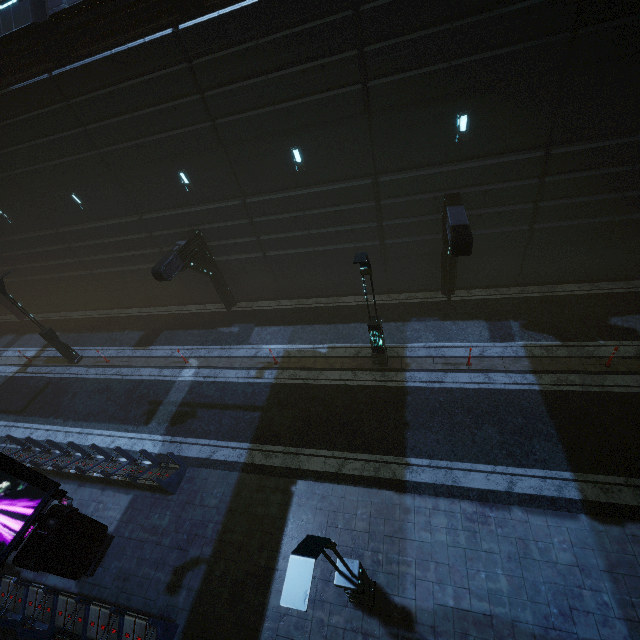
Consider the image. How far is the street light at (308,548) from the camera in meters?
4.0

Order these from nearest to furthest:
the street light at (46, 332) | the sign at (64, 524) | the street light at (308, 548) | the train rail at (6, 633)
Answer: the street light at (308, 548)
the sign at (64, 524)
the train rail at (6, 633)
the street light at (46, 332)

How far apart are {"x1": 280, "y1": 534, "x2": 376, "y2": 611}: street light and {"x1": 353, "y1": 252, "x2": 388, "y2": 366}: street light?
6.6 meters

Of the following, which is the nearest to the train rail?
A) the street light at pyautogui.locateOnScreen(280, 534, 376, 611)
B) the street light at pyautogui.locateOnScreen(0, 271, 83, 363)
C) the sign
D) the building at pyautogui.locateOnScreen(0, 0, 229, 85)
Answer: the building at pyautogui.locateOnScreen(0, 0, 229, 85)

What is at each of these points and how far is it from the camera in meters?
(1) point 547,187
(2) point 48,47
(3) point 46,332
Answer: (1) building, 11.8
(2) building, 12.2
(3) street light, 16.9

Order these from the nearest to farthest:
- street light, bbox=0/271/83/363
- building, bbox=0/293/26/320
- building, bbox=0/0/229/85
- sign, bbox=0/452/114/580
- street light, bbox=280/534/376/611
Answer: street light, bbox=280/534/376/611
sign, bbox=0/452/114/580
building, bbox=0/0/229/85
street light, bbox=0/271/83/363
building, bbox=0/293/26/320

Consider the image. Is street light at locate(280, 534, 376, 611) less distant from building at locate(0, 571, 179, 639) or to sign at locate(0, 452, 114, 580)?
building at locate(0, 571, 179, 639)

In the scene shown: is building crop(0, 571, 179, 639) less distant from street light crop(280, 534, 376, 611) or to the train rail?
the train rail
